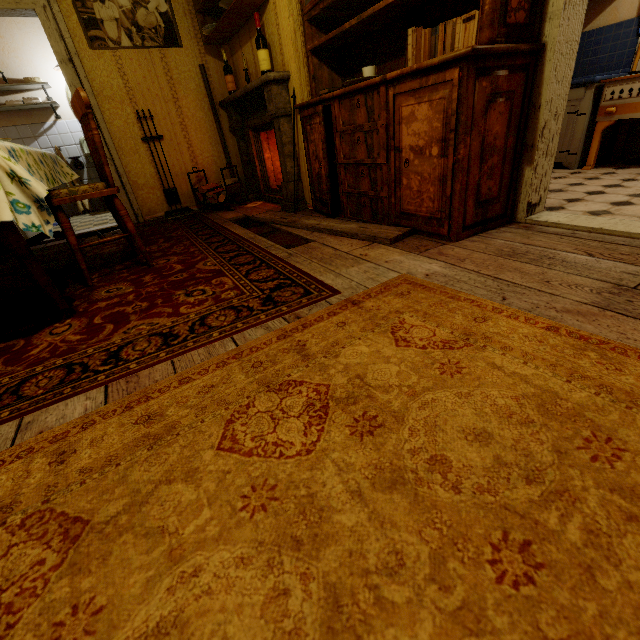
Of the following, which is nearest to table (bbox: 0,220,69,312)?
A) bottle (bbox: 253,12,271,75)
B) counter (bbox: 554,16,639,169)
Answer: bottle (bbox: 253,12,271,75)

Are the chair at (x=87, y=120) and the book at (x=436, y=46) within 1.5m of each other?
no

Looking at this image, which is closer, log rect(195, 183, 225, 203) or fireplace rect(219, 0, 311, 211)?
fireplace rect(219, 0, 311, 211)

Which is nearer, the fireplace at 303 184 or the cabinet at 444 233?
the cabinet at 444 233

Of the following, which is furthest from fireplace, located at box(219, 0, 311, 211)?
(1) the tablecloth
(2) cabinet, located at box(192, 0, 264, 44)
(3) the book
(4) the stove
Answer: (4) the stove

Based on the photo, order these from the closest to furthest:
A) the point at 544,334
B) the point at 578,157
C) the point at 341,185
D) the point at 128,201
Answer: the point at 544,334 < the point at 341,185 < the point at 578,157 < the point at 128,201

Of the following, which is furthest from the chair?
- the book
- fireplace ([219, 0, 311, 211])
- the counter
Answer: the counter

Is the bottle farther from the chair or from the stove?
the stove
